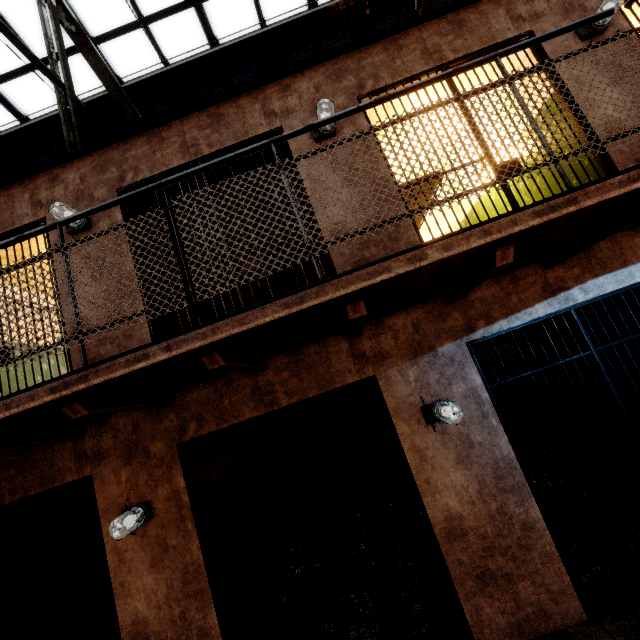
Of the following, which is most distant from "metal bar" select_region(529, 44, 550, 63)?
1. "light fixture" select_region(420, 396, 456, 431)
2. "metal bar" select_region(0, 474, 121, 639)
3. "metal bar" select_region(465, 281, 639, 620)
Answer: "metal bar" select_region(0, 474, 121, 639)

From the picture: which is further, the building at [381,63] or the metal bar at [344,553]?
the building at [381,63]

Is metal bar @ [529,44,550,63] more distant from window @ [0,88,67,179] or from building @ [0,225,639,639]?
window @ [0,88,67,179]

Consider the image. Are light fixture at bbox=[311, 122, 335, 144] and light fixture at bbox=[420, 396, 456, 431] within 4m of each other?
yes

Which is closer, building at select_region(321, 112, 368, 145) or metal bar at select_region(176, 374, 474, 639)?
metal bar at select_region(176, 374, 474, 639)

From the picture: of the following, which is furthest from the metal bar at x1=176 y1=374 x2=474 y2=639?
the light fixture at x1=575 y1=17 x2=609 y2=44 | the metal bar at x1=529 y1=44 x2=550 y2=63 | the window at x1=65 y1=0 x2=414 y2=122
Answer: the window at x1=65 y1=0 x2=414 y2=122

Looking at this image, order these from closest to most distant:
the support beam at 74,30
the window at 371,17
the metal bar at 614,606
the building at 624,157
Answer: the metal bar at 614,606
the building at 624,157
the support beam at 74,30
the window at 371,17

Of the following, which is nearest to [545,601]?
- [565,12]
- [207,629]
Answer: [207,629]
